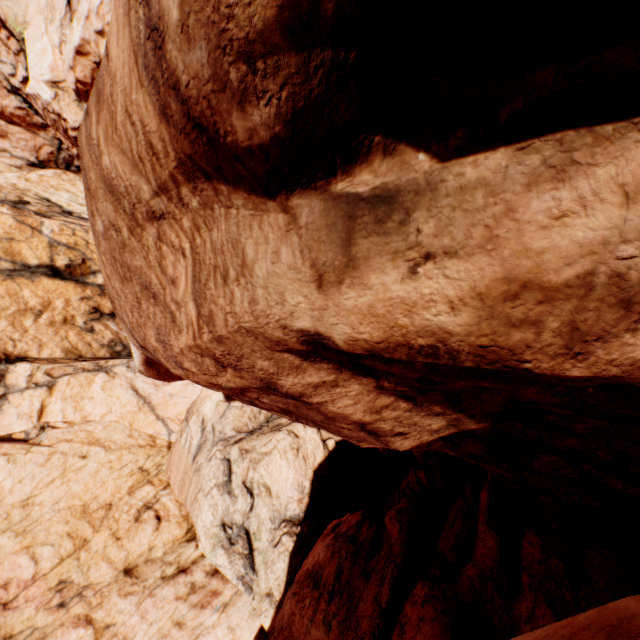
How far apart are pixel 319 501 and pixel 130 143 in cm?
1525
